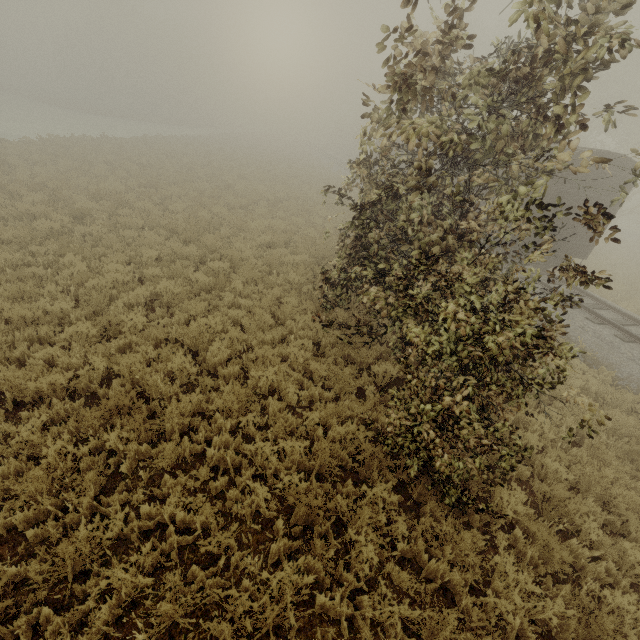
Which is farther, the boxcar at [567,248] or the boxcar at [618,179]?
the boxcar at [567,248]

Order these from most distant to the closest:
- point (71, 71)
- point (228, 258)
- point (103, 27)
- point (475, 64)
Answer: point (71, 71) < point (103, 27) < point (475, 64) < point (228, 258)

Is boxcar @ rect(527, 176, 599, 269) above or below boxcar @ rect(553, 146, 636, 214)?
below

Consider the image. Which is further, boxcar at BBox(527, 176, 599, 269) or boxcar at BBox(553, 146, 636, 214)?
boxcar at BBox(527, 176, 599, 269)

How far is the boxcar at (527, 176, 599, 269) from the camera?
11.8m

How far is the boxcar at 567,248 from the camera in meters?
11.8 m
